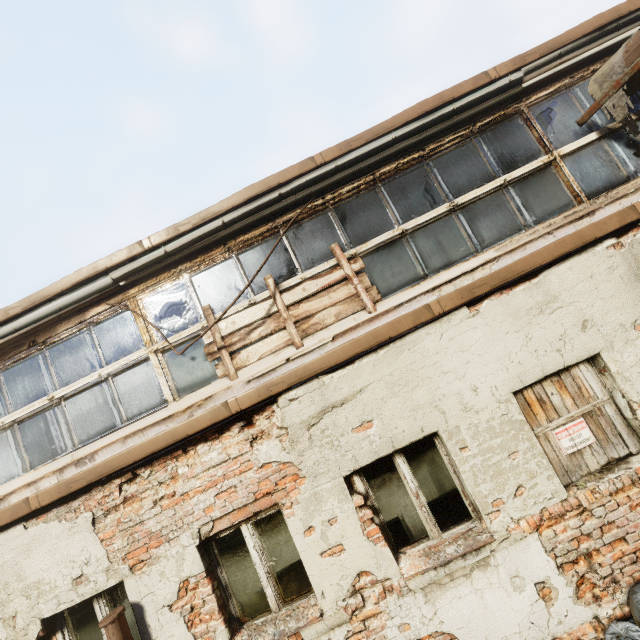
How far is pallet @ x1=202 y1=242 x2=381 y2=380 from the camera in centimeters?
419cm

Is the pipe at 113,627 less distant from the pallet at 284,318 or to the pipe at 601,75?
the pallet at 284,318

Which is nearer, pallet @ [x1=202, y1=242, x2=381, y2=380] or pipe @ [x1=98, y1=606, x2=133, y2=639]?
pipe @ [x1=98, y1=606, x2=133, y2=639]

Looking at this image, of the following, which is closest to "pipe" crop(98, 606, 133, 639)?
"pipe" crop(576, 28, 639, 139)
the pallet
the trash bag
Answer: the pallet

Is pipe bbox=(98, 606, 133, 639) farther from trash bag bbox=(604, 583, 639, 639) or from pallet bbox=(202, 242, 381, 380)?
trash bag bbox=(604, 583, 639, 639)

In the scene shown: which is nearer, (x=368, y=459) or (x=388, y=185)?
(x=368, y=459)

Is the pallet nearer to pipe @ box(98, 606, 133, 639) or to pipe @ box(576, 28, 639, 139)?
pipe @ box(98, 606, 133, 639)

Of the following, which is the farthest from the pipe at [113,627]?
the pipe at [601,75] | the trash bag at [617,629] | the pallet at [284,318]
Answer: Result: the pipe at [601,75]
